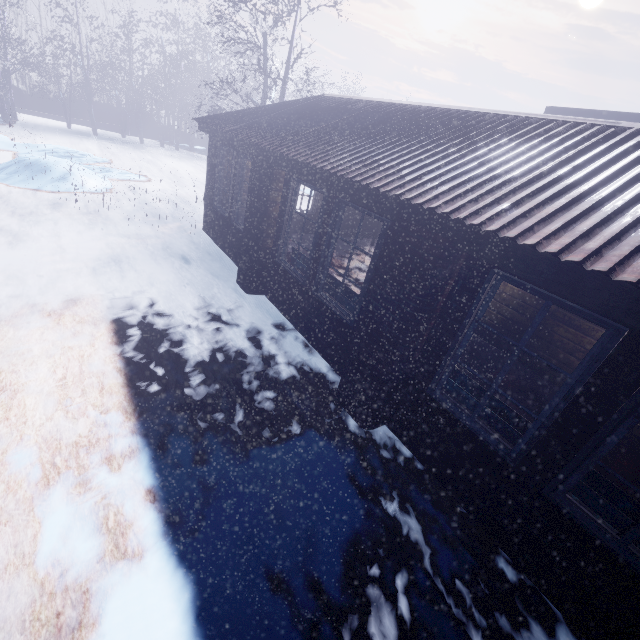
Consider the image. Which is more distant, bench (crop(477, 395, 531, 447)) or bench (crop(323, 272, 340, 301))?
bench (crop(323, 272, 340, 301))

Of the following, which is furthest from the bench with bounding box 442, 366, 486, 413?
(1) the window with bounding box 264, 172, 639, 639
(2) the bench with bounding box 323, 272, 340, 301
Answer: (2) the bench with bounding box 323, 272, 340, 301

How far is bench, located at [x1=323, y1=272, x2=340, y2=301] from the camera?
4.4m

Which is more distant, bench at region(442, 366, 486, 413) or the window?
bench at region(442, 366, 486, 413)

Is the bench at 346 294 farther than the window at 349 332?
Yes

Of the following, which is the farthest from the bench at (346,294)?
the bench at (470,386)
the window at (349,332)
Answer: the bench at (470,386)

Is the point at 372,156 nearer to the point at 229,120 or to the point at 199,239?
the point at 229,120

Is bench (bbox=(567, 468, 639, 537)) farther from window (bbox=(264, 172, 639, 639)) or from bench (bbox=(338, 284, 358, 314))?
bench (bbox=(338, 284, 358, 314))
